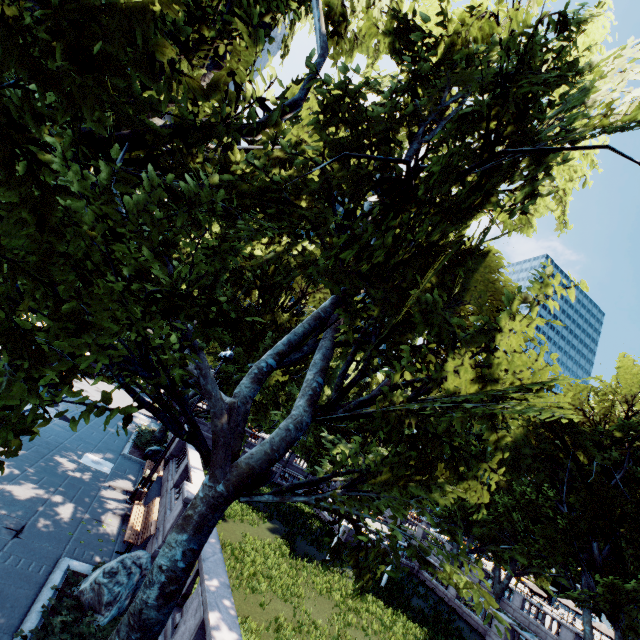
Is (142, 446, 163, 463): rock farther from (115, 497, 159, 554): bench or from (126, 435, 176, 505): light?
→ (115, 497, 159, 554): bench

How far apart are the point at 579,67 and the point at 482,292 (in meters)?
6.31

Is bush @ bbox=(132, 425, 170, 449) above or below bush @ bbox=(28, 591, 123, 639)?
above

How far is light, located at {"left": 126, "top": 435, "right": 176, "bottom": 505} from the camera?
13.2 meters

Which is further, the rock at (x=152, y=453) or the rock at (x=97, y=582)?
the rock at (x=152, y=453)

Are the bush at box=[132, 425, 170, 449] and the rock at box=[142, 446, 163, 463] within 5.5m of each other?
yes

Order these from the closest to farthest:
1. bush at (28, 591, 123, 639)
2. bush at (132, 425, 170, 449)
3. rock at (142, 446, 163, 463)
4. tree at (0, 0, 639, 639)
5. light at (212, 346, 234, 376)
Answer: tree at (0, 0, 639, 639), bush at (28, 591, 123, 639), light at (212, 346, 234, 376), rock at (142, 446, 163, 463), bush at (132, 425, 170, 449)

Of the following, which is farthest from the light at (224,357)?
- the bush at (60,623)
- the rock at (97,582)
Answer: the bush at (60,623)
